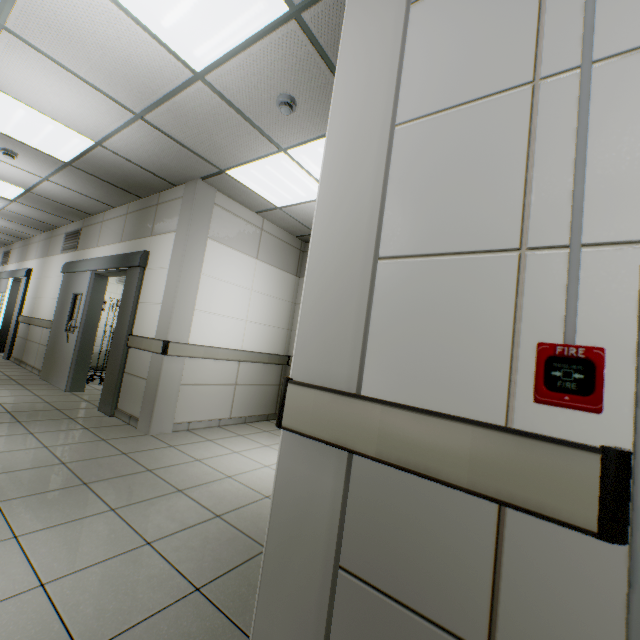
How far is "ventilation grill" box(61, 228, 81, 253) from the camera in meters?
6.6 m

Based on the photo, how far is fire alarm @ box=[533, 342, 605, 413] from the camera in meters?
0.7

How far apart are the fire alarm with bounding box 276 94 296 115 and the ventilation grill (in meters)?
5.94

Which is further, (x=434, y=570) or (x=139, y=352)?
(x=139, y=352)

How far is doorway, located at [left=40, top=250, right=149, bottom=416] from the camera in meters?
4.5 m

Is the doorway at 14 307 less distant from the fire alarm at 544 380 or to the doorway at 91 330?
the doorway at 91 330

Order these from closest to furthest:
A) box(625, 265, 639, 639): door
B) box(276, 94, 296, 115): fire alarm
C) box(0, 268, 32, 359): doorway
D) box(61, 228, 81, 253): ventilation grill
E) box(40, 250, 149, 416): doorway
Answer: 1. box(625, 265, 639, 639): door
2. box(276, 94, 296, 115): fire alarm
3. box(40, 250, 149, 416): doorway
4. box(61, 228, 81, 253): ventilation grill
5. box(0, 268, 32, 359): doorway

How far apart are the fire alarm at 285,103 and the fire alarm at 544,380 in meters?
2.7 m
